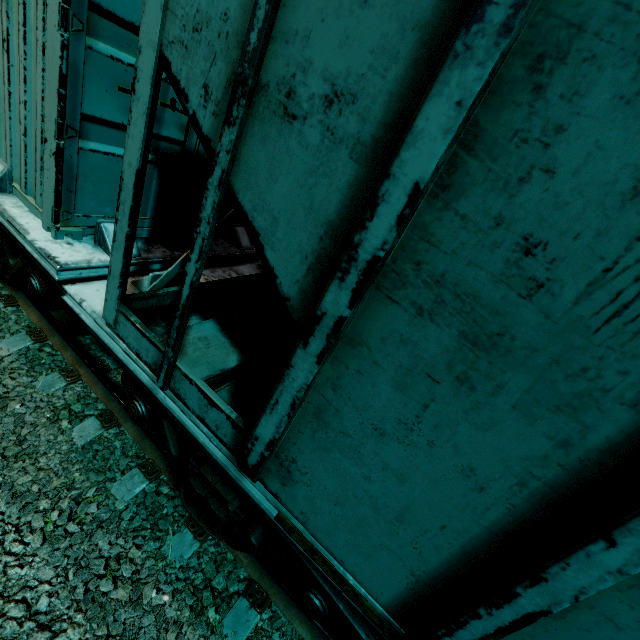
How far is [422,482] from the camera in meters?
1.3 m

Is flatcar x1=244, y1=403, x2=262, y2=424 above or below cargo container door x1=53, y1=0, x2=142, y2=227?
below

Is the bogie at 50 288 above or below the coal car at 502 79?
below

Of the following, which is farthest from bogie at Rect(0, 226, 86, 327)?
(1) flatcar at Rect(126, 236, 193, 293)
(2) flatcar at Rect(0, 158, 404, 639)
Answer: (2) flatcar at Rect(0, 158, 404, 639)

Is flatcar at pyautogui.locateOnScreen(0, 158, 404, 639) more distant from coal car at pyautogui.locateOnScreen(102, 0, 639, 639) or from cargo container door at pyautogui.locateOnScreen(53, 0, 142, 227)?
cargo container door at pyautogui.locateOnScreen(53, 0, 142, 227)

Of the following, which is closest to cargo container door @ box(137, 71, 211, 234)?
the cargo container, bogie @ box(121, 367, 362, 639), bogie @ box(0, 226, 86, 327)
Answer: the cargo container

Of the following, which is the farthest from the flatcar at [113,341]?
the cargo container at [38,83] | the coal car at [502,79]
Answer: the cargo container at [38,83]

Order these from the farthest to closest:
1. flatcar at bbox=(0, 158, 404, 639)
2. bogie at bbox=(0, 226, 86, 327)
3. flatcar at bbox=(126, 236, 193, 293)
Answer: bogie at bbox=(0, 226, 86, 327) < flatcar at bbox=(126, 236, 193, 293) < flatcar at bbox=(0, 158, 404, 639)
